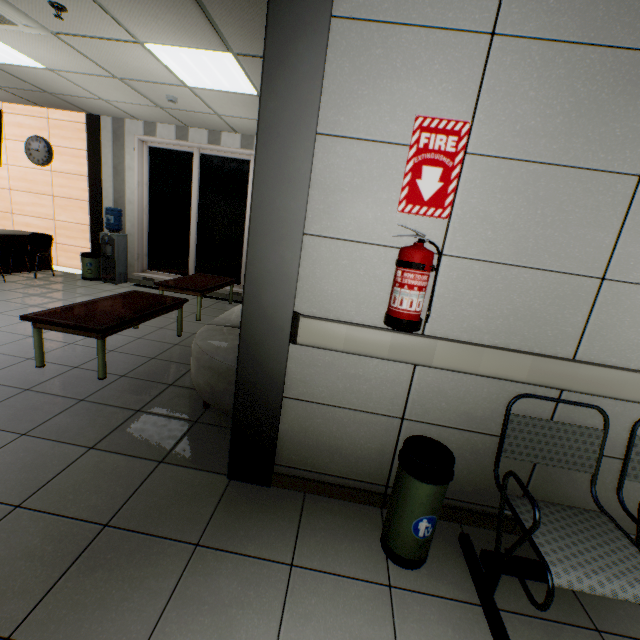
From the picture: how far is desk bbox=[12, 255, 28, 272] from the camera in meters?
6.4 m

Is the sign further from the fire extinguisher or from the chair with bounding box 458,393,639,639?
the chair with bounding box 458,393,639,639

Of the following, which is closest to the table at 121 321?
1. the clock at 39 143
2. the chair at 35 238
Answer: the chair at 35 238

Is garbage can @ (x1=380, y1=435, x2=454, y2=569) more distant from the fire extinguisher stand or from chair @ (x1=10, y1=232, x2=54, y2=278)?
chair @ (x1=10, y1=232, x2=54, y2=278)

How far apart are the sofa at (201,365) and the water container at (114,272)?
3.3m

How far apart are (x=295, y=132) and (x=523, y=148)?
1.10m

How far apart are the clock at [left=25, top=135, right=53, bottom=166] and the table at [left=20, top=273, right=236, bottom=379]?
4.8m

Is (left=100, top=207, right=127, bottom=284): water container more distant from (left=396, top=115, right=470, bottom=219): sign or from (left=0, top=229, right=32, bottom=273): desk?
(left=396, top=115, right=470, bottom=219): sign
